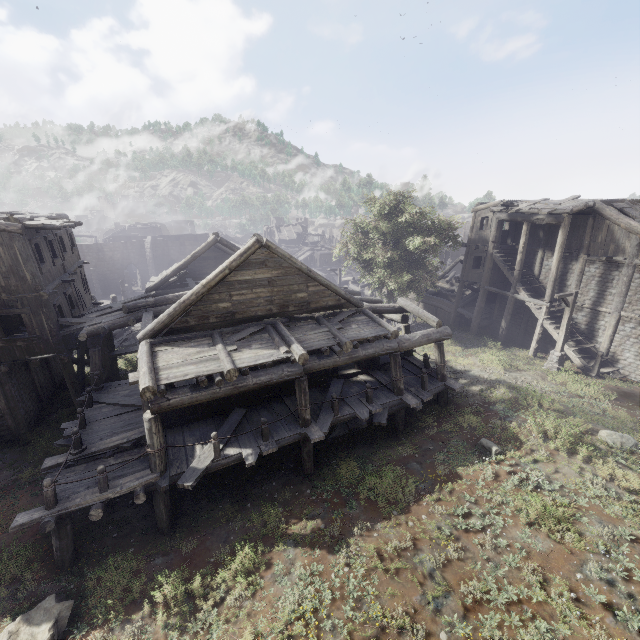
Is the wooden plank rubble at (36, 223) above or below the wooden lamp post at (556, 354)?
above

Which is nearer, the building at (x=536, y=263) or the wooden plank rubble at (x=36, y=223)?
the building at (x=536, y=263)

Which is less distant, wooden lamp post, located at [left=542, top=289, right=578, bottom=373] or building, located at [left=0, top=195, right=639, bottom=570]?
building, located at [left=0, top=195, right=639, bottom=570]

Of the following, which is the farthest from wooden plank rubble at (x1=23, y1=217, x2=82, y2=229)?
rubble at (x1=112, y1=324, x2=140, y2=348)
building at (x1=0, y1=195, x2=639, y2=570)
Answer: building at (x1=0, y1=195, x2=639, y2=570)

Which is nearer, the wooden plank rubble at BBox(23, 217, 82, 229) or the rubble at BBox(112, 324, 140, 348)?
the wooden plank rubble at BBox(23, 217, 82, 229)

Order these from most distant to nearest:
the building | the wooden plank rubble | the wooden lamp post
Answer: the wooden lamp post
the wooden plank rubble
the building

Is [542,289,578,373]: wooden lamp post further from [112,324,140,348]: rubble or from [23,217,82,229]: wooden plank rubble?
[112,324,140,348]: rubble

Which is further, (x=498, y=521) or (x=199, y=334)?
(x=199, y=334)
